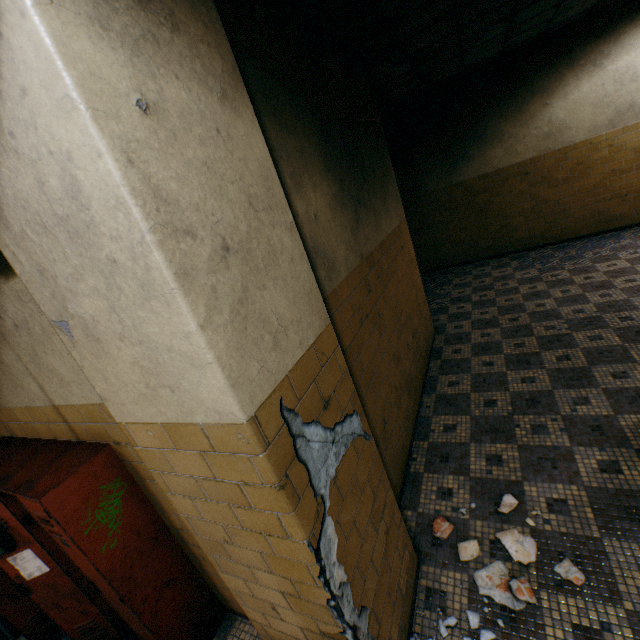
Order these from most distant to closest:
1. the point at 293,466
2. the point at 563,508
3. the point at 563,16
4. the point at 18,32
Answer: the point at 563,16 < the point at 563,508 < the point at 293,466 < the point at 18,32

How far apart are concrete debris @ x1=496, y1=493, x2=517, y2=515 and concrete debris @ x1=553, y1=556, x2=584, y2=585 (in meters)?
0.40

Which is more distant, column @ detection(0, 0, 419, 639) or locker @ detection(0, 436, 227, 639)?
locker @ detection(0, 436, 227, 639)

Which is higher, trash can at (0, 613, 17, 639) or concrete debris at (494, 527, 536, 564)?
trash can at (0, 613, 17, 639)

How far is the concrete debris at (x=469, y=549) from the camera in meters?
2.2 m

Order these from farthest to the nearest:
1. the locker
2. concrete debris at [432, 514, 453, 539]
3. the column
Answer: concrete debris at [432, 514, 453, 539] → the locker → the column

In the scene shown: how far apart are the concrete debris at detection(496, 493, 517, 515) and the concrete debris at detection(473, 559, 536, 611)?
0.1 meters

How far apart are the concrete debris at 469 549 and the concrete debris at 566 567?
0.1 meters
